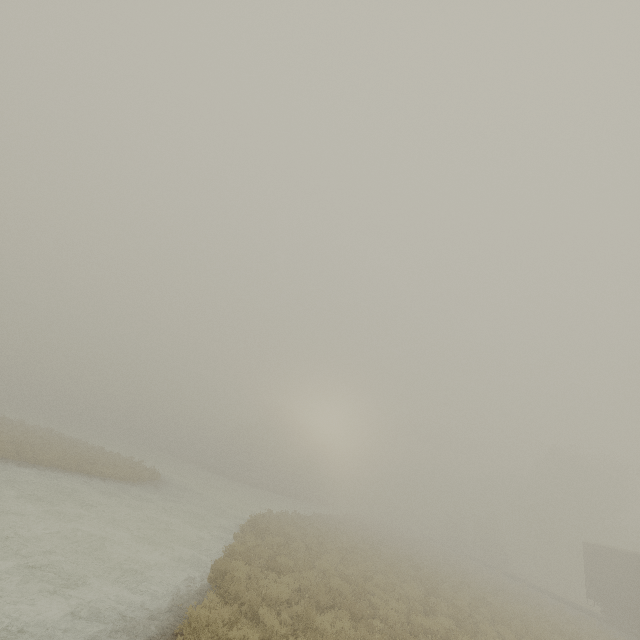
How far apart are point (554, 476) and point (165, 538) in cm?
5343
